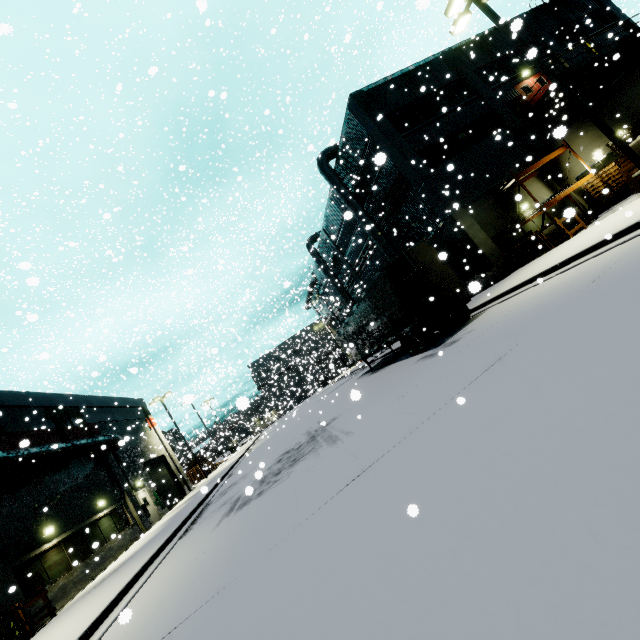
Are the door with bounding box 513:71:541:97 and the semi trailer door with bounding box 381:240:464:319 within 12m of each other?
no

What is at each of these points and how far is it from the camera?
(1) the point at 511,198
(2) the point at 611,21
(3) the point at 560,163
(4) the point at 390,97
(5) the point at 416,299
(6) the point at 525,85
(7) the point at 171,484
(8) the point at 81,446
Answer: (1) building, 19.84m
(2) building, 25.72m
(3) building, 20.09m
(4) vent, 20.89m
(5) semi trailer door, 12.88m
(6) door, 22.56m
(7) roll-up door, 30.14m
(8) pipe, 18.89m

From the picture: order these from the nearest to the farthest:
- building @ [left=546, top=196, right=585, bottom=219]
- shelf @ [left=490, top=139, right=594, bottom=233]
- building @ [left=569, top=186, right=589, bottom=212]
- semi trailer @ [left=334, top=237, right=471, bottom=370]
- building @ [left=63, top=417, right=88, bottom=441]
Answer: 1. semi trailer @ [left=334, top=237, right=471, bottom=370]
2. building @ [left=546, top=196, right=585, bottom=219]
3. shelf @ [left=490, top=139, right=594, bottom=233]
4. building @ [left=569, top=186, right=589, bottom=212]
5. building @ [left=63, top=417, right=88, bottom=441]

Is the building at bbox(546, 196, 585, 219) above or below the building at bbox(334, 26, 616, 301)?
below

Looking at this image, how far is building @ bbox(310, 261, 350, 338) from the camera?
39.00m

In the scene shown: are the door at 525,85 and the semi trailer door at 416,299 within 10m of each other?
no

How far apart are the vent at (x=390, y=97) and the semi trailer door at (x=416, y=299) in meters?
13.7

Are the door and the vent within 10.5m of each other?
yes
